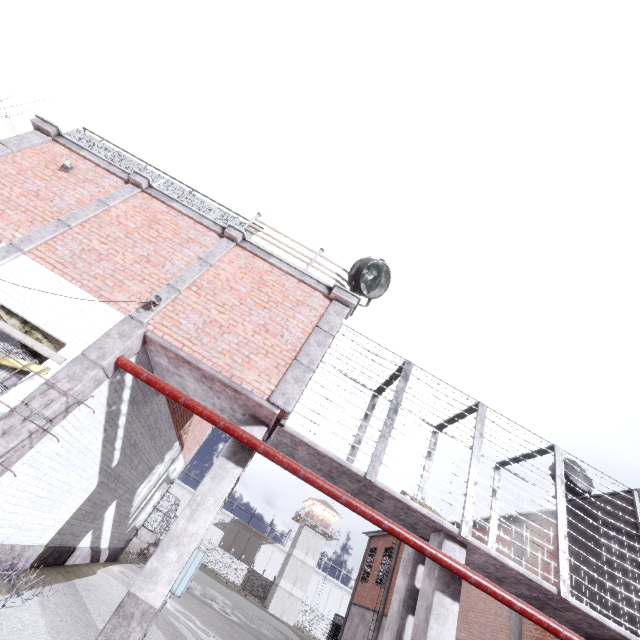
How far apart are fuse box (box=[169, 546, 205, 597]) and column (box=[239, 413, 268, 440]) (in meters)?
0.01

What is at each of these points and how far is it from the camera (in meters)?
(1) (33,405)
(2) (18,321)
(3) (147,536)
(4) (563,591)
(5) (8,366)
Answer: (1) trim, 4.79
(2) wood board, 5.67
(3) stair, 27.31
(4) cage, 5.79
(5) wood board, 5.23

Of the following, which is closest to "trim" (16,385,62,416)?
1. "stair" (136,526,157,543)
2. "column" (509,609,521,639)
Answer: "column" (509,609,521,639)

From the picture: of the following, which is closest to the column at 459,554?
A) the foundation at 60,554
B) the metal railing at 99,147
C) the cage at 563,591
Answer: the cage at 563,591

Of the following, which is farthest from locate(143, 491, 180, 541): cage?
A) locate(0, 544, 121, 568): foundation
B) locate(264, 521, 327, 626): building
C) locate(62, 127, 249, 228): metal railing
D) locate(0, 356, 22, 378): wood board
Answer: locate(264, 521, 327, 626): building

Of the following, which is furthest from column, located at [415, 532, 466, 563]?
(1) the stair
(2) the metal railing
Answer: (1) the stair

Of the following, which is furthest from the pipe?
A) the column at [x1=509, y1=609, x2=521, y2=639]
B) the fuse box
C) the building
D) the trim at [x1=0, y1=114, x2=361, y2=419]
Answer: the building

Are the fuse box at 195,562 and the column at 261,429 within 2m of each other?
yes
